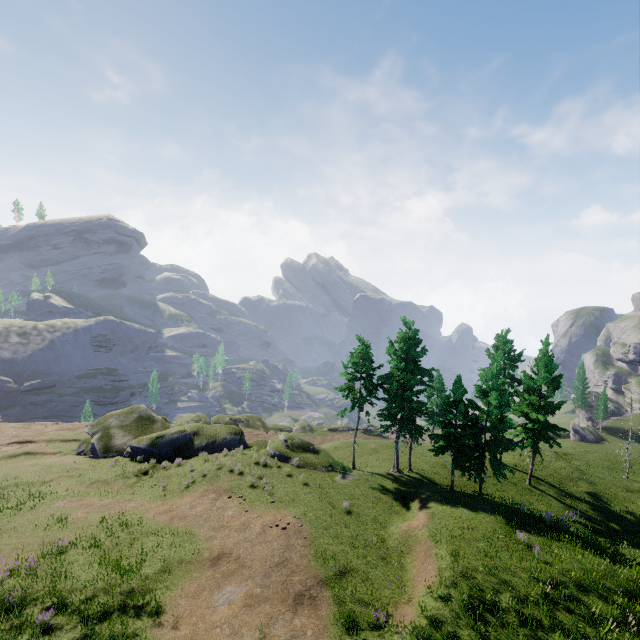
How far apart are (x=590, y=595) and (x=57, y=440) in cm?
6081
